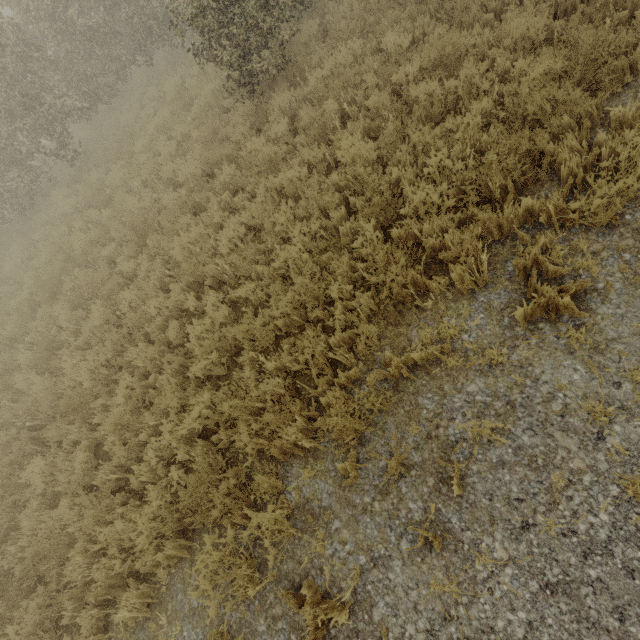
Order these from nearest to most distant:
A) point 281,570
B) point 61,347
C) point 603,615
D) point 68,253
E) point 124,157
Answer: point 603,615 < point 281,570 < point 61,347 < point 68,253 < point 124,157
